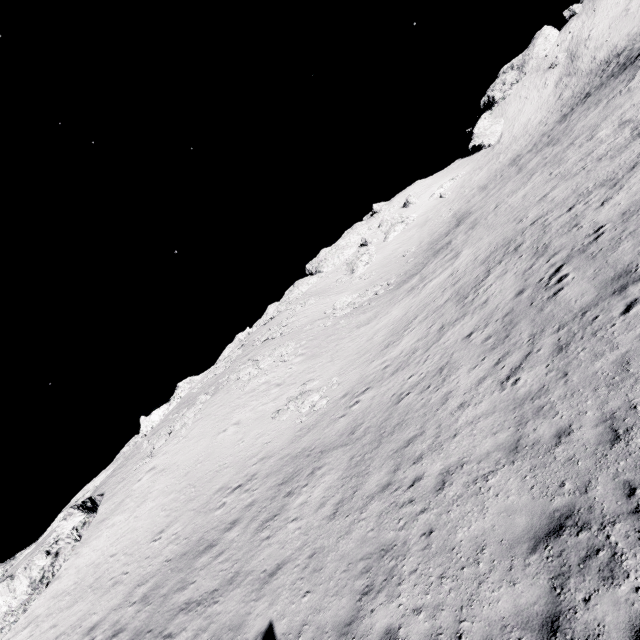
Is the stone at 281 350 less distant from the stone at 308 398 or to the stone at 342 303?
the stone at 342 303

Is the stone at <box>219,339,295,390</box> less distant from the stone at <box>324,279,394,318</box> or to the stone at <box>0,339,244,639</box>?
the stone at <box>324,279,394,318</box>

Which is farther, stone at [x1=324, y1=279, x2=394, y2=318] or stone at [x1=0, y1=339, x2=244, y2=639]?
stone at [x1=324, y1=279, x2=394, y2=318]

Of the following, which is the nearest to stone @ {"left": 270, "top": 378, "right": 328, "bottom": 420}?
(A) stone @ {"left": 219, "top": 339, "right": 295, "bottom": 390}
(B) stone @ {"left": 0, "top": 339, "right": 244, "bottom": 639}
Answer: (A) stone @ {"left": 219, "top": 339, "right": 295, "bottom": 390}

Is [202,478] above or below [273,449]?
above

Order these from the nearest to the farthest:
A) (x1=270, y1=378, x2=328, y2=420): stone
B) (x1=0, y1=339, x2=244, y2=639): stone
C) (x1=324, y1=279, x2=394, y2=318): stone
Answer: (x1=0, y1=339, x2=244, y2=639): stone, (x1=270, y1=378, x2=328, y2=420): stone, (x1=324, y1=279, x2=394, y2=318): stone

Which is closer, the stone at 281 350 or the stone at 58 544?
the stone at 58 544

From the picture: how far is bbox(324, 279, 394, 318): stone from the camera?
37.8m
